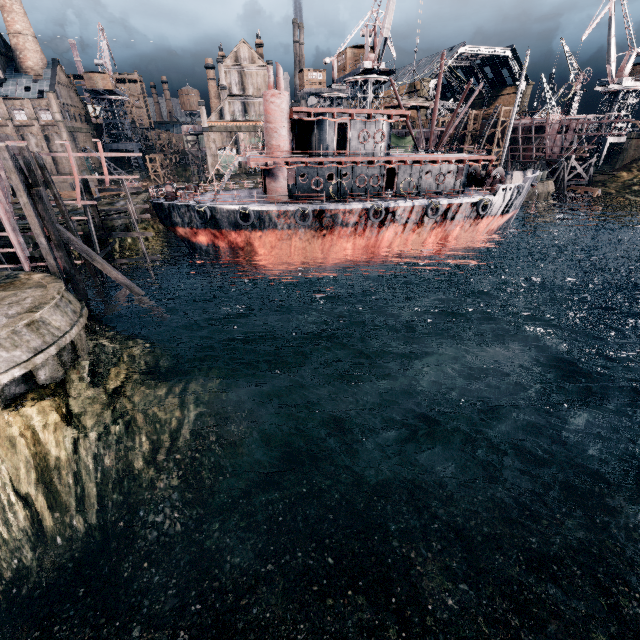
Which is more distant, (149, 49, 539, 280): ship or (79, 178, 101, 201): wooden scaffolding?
(149, 49, 539, 280): ship

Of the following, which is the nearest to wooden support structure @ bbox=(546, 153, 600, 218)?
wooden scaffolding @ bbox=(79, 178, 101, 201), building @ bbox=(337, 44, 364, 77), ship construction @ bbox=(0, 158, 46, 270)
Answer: building @ bbox=(337, 44, 364, 77)

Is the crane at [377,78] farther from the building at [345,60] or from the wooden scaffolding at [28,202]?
the wooden scaffolding at [28,202]

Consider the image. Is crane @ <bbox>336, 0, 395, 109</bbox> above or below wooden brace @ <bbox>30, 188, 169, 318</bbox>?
above

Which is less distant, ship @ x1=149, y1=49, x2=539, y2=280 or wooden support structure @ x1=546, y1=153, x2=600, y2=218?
ship @ x1=149, y1=49, x2=539, y2=280

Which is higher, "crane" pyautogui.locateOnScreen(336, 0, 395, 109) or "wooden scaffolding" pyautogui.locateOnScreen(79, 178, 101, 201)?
"crane" pyautogui.locateOnScreen(336, 0, 395, 109)

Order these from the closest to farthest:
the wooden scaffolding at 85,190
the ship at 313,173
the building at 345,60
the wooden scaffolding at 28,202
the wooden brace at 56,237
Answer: the wooden scaffolding at 28,202
the wooden brace at 56,237
the wooden scaffolding at 85,190
the ship at 313,173
the building at 345,60

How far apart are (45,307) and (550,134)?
78.1m
